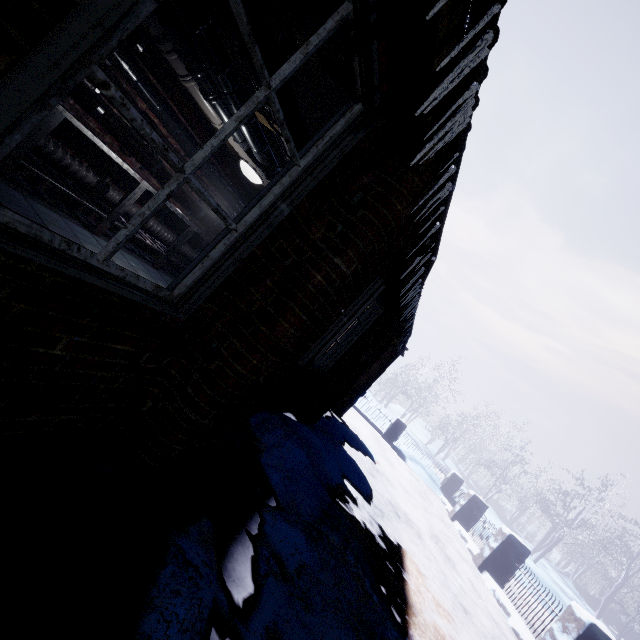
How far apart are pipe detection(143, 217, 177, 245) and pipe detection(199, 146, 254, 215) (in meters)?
0.42

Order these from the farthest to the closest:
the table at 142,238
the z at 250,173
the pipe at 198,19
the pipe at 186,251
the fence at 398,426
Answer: the fence at 398,426
the pipe at 186,251
the table at 142,238
the z at 250,173
the pipe at 198,19

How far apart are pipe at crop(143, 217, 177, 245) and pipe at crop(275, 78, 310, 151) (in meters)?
2.46

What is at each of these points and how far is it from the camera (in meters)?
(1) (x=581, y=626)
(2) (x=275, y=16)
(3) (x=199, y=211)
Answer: (1) fence, 3.69
(2) beam, 2.02
(3) pipe, 4.91

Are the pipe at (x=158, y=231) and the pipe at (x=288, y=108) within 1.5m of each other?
no

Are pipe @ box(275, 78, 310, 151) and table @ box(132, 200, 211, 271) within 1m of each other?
no

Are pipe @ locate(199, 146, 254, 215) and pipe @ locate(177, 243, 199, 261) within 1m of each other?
yes

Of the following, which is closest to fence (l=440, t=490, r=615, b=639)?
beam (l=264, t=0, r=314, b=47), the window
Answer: the window
